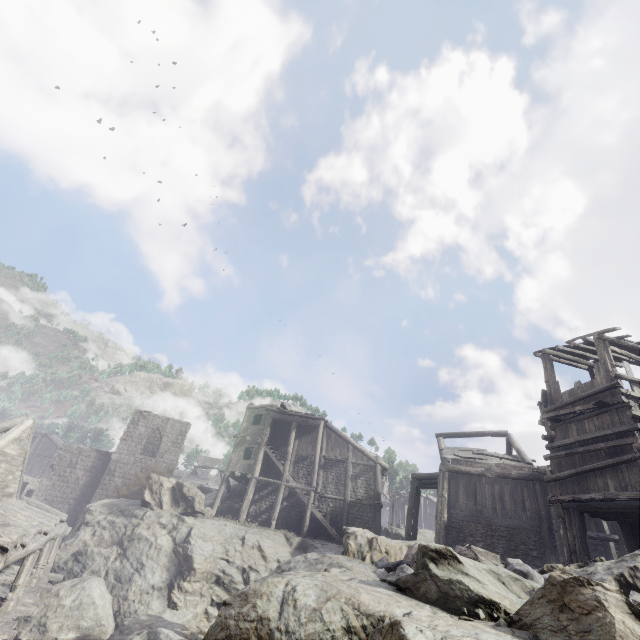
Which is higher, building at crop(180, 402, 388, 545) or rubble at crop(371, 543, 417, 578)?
building at crop(180, 402, 388, 545)

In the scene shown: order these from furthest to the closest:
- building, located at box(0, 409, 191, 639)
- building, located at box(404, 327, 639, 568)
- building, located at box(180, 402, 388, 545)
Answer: building, located at box(180, 402, 388, 545)
building, located at box(0, 409, 191, 639)
building, located at box(404, 327, 639, 568)

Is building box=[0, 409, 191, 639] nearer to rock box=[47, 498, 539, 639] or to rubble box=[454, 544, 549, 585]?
rock box=[47, 498, 539, 639]

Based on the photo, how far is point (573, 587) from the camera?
3.0m

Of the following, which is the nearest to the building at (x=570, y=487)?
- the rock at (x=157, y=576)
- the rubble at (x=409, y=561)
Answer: the rock at (x=157, y=576)

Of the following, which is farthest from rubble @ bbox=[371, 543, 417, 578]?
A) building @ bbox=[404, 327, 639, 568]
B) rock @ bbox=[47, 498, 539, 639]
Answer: building @ bbox=[404, 327, 639, 568]

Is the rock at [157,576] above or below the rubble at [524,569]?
below
